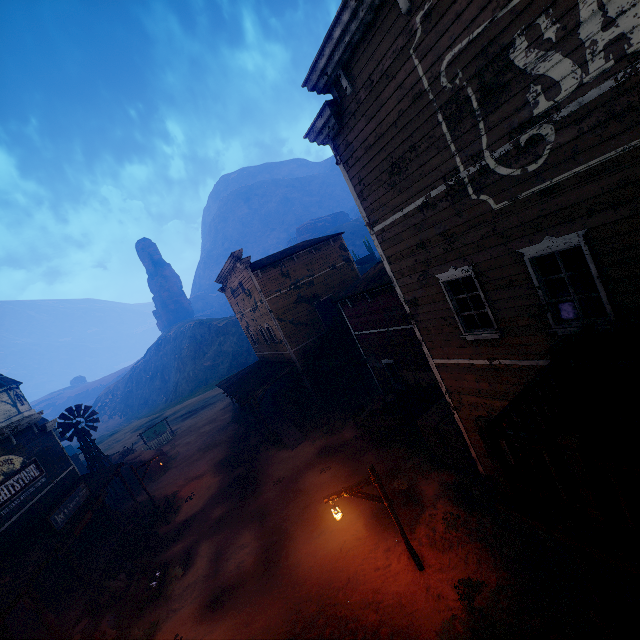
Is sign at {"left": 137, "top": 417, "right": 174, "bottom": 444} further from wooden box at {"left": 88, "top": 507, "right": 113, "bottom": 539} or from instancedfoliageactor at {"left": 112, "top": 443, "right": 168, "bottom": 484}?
wooden box at {"left": 88, "top": 507, "right": 113, "bottom": 539}

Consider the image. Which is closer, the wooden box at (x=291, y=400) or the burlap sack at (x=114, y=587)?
the burlap sack at (x=114, y=587)

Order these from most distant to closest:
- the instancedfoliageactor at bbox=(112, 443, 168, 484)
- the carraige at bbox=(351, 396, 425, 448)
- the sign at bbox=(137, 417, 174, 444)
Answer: the sign at bbox=(137, 417, 174, 444) → the instancedfoliageactor at bbox=(112, 443, 168, 484) → the carraige at bbox=(351, 396, 425, 448)

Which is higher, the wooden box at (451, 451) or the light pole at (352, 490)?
the light pole at (352, 490)

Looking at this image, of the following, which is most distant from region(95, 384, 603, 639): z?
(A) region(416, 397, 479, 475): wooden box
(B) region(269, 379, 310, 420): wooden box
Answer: (B) region(269, 379, 310, 420): wooden box

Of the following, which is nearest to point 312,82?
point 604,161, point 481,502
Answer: point 604,161

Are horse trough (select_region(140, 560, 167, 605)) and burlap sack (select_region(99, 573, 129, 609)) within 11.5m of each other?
yes

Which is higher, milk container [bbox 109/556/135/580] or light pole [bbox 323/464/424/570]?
light pole [bbox 323/464/424/570]
